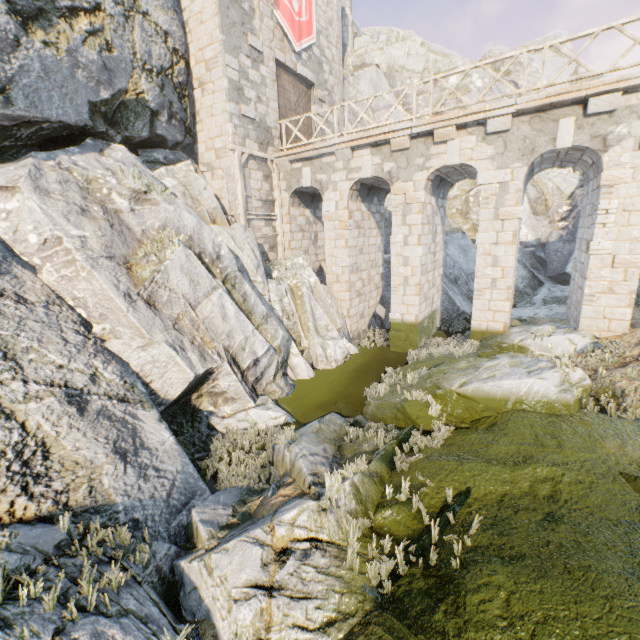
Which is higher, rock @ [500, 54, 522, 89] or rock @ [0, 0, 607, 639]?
rock @ [500, 54, 522, 89]

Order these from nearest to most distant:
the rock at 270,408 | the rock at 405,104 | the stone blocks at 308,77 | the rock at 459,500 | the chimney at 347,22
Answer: the rock at 270,408 → the rock at 459,500 → the stone blocks at 308,77 → the chimney at 347,22 → the rock at 405,104

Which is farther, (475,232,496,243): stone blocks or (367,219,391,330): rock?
(367,219,391,330): rock

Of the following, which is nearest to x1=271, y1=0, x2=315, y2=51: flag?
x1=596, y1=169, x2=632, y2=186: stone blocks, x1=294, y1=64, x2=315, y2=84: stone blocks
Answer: x1=294, y1=64, x2=315, y2=84: stone blocks

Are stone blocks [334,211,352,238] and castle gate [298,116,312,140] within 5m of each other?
yes

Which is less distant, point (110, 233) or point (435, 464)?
point (435, 464)

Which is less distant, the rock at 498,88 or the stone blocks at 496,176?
the stone blocks at 496,176

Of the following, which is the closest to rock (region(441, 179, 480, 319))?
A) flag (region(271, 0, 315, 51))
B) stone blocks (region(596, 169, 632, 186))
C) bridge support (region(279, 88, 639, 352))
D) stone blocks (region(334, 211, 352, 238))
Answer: bridge support (region(279, 88, 639, 352))
